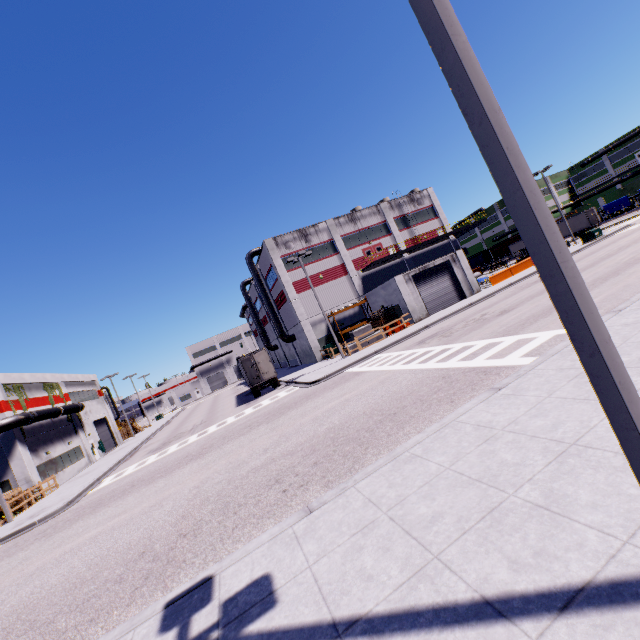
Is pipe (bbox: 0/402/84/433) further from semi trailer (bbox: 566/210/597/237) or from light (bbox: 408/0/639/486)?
light (bbox: 408/0/639/486)

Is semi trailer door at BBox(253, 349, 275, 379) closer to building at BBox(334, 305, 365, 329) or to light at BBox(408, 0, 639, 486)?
building at BBox(334, 305, 365, 329)

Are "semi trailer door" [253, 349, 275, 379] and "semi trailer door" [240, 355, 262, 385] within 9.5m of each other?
yes

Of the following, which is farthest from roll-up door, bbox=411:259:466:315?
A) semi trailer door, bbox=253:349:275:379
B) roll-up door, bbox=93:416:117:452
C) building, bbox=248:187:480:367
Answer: roll-up door, bbox=93:416:117:452

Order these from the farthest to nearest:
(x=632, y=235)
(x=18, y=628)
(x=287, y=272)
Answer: (x=287, y=272) → (x=632, y=235) → (x=18, y=628)

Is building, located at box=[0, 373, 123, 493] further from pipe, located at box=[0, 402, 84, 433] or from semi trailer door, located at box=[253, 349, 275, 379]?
semi trailer door, located at box=[253, 349, 275, 379]

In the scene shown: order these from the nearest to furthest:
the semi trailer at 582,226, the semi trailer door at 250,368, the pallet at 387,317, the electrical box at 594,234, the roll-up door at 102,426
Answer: the semi trailer door at 250,368, the pallet at 387,317, the electrical box at 594,234, the roll-up door at 102,426, the semi trailer at 582,226

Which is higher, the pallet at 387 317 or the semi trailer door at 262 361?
the semi trailer door at 262 361
